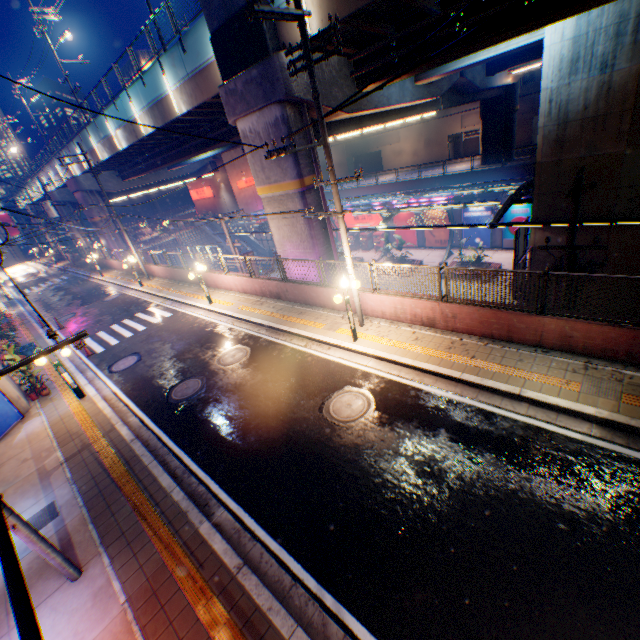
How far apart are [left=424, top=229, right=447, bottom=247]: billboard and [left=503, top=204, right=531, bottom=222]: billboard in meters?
4.8

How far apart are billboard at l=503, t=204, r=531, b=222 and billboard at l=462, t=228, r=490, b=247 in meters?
0.9 m

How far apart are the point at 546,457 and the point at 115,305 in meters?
25.4 m

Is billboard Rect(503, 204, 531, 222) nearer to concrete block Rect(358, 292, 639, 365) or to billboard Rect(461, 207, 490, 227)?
billboard Rect(461, 207, 490, 227)

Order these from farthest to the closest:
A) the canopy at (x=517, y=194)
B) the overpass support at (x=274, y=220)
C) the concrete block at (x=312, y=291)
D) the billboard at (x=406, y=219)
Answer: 1. the billboard at (x=406, y=219)
2. the canopy at (x=517, y=194)
3. the overpass support at (x=274, y=220)
4. the concrete block at (x=312, y=291)

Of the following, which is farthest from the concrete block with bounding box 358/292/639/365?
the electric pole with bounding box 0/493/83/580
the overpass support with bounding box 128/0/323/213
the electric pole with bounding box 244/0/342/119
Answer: the electric pole with bounding box 0/493/83/580

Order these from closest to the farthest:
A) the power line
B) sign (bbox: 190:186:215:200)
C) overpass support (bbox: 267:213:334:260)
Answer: the power line, overpass support (bbox: 267:213:334:260), sign (bbox: 190:186:215:200)

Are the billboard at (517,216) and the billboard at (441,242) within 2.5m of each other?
no
